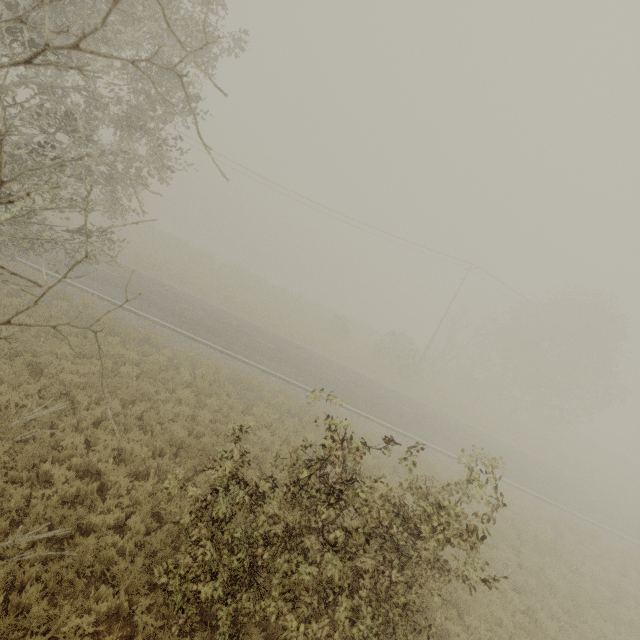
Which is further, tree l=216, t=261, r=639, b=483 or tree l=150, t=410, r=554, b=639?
tree l=216, t=261, r=639, b=483

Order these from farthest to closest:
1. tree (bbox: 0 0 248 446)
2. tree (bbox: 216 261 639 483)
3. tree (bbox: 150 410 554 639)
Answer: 1. tree (bbox: 216 261 639 483)
2. tree (bbox: 150 410 554 639)
3. tree (bbox: 0 0 248 446)

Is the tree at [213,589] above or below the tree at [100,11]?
below

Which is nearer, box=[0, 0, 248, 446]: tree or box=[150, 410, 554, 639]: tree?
box=[0, 0, 248, 446]: tree

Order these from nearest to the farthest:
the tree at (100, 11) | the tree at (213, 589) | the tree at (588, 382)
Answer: the tree at (100, 11)
the tree at (213, 589)
the tree at (588, 382)

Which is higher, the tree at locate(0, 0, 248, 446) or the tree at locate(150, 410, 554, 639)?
the tree at locate(0, 0, 248, 446)

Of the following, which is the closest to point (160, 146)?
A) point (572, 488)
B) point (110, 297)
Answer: point (110, 297)
